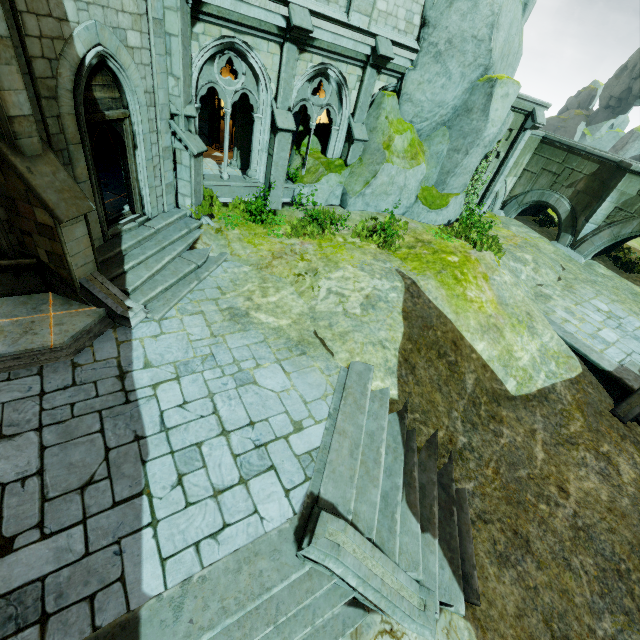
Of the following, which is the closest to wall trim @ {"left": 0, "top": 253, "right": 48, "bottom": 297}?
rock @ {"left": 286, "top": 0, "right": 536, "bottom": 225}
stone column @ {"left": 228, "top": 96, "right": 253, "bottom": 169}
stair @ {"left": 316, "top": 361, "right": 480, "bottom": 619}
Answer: stair @ {"left": 316, "top": 361, "right": 480, "bottom": 619}

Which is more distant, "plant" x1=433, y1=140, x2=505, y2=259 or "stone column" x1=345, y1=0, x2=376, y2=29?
"plant" x1=433, y1=140, x2=505, y2=259

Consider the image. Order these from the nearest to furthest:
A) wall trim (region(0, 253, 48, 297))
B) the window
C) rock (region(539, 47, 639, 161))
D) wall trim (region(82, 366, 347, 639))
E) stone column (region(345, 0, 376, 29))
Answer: wall trim (region(82, 366, 347, 639)) → the window → wall trim (region(0, 253, 48, 297)) → stone column (region(345, 0, 376, 29)) → rock (region(539, 47, 639, 161))

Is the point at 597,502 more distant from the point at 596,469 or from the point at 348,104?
the point at 348,104

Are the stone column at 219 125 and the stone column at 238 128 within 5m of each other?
yes

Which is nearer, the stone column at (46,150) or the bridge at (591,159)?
the stone column at (46,150)

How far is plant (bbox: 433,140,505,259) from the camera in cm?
1282

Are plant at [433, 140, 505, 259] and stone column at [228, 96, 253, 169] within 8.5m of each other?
no
